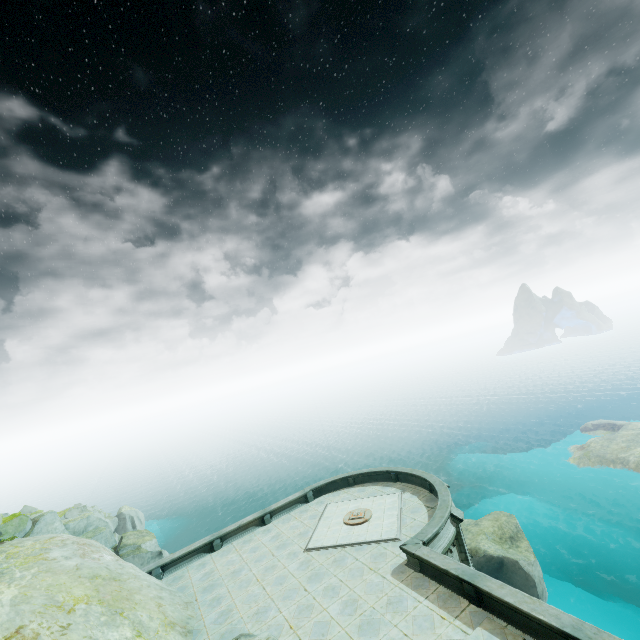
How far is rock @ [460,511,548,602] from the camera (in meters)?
23.45

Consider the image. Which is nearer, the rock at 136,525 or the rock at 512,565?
the rock at 136,525

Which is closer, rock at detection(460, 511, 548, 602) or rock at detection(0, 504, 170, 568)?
rock at detection(0, 504, 170, 568)

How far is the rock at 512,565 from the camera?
23.5m

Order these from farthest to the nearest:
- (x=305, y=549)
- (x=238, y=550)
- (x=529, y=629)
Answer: (x=238, y=550) → (x=305, y=549) → (x=529, y=629)
